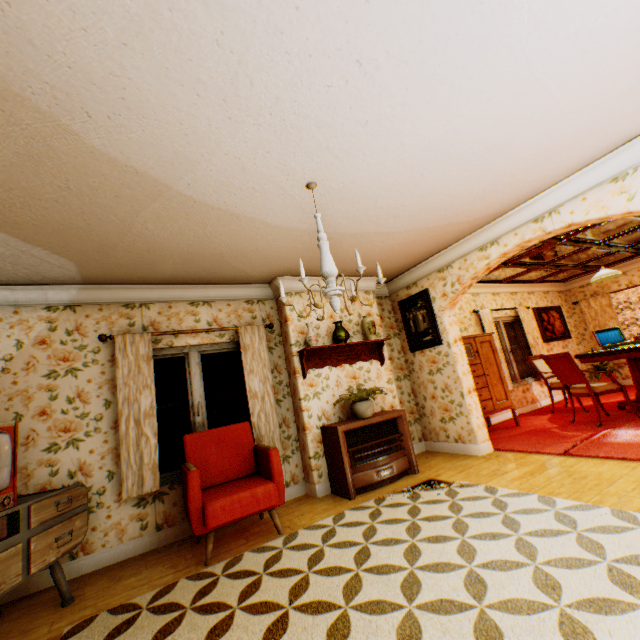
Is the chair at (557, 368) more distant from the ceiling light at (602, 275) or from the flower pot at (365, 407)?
the flower pot at (365, 407)

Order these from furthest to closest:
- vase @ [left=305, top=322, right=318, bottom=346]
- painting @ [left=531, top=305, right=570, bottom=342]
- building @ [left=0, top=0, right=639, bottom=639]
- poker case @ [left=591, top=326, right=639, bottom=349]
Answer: painting @ [left=531, top=305, right=570, bottom=342]
poker case @ [left=591, top=326, right=639, bottom=349]
vase @ [left=305, top=322, right=318, bottom=346]
building @ [left=0, top=0, right=639, bottom=639]

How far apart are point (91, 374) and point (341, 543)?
3.4m

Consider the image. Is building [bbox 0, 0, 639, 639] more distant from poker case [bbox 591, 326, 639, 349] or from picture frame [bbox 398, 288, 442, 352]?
poker case [bbox 591, 326, 639, 349]

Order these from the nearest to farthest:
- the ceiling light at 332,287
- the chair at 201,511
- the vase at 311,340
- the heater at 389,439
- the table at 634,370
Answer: the ceiling light at 332,287 < the chair at 201,511 < the heater at 389,439 < the vase at 311,340 < the table at 634,370

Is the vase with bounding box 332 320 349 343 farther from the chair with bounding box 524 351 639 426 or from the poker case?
the poker case

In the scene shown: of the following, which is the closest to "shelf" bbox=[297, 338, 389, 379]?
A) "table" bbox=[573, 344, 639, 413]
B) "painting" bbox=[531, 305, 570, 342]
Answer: "table" bbox=[573, 344, 639, 413]

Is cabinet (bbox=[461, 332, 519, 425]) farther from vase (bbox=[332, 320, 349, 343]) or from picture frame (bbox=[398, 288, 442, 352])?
vase (bbox=[332, 320, 349, 343])
